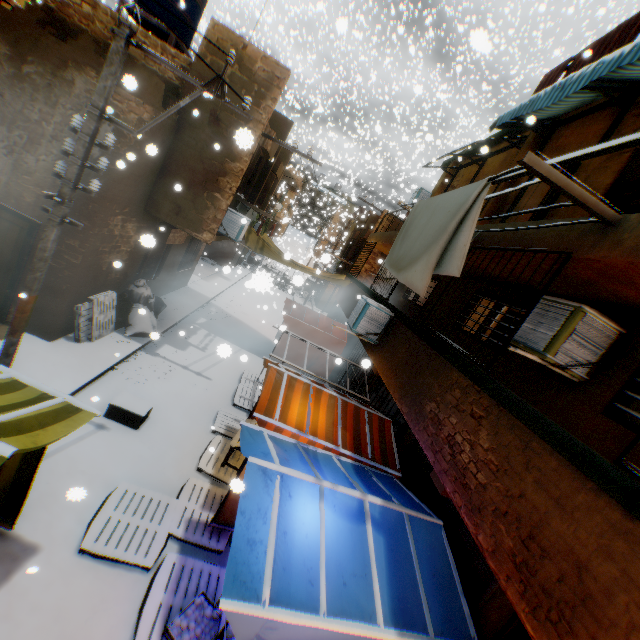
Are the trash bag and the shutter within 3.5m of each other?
yes

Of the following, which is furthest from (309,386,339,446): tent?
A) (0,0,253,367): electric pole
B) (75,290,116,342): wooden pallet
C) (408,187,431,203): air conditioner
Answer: (408,187,431,203): air conditioner

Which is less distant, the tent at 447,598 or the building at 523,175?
the tent at 447,598

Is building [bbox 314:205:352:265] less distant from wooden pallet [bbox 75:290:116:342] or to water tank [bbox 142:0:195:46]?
water tank [bbox 142:0:195:46]

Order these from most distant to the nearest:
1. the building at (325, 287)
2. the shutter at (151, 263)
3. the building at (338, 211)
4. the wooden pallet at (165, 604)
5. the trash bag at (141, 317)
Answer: the building at (325, 287)
the building at (338, 211)
the shutter at (151, 263)
the trash bag at (141, 317)
the wooden pallet at (165, 604)

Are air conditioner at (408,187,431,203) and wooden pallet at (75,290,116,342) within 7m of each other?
no

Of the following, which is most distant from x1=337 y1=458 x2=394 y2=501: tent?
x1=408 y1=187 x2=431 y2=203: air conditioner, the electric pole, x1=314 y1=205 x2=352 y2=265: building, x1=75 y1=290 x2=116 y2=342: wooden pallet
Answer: x1=314 y1=205 x2=352 y2=265: building

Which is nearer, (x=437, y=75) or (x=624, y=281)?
(x=624, y=281)
